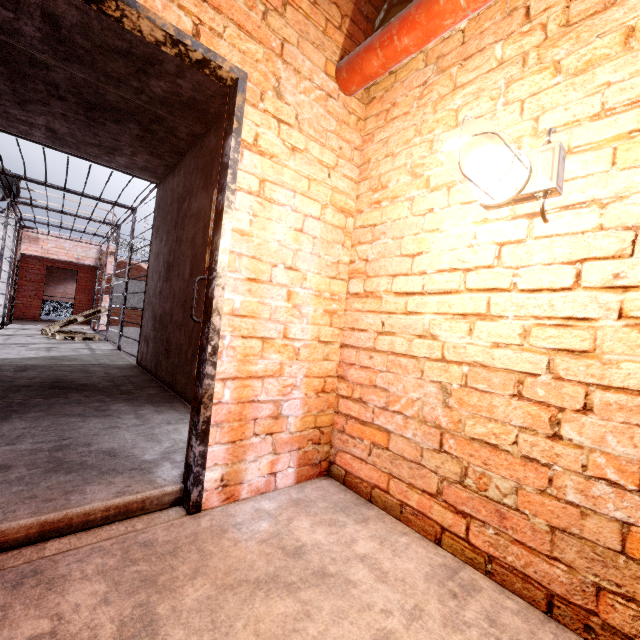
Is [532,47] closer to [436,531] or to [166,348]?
[436,531]

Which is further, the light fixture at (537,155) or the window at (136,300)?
the window at (136,300)

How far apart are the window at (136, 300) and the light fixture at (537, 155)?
16.2 meters

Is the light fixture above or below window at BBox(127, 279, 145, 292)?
below

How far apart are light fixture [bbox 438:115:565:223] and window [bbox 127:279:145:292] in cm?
1615

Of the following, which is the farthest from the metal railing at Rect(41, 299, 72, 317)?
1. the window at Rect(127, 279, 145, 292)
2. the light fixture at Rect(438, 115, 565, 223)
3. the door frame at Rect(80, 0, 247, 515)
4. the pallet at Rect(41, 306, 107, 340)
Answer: the light fixture at Rect(438, 115, 565, 223)

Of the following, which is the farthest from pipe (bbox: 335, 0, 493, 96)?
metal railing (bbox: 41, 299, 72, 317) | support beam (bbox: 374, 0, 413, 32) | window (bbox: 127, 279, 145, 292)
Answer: metal railing (bbox: 41, 299, 72, 317)

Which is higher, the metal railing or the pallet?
→ the metal railing
